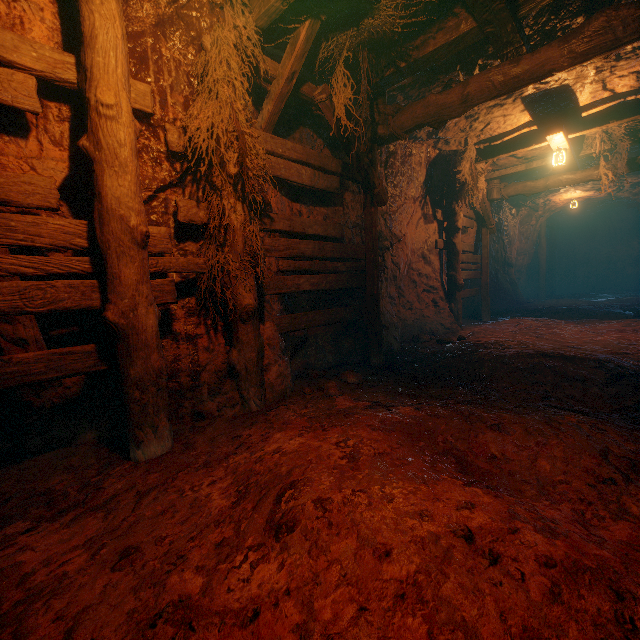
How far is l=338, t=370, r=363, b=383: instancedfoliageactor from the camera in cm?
448

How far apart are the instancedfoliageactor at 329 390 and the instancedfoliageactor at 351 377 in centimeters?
35cm

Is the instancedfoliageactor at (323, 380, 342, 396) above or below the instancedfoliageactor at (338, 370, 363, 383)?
above

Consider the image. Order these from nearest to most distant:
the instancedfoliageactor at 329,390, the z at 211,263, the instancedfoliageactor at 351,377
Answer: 1. the z at 211,263
2. the instancedfoliageactor at 329,390
3. the instancedfoliageactor at 351,377

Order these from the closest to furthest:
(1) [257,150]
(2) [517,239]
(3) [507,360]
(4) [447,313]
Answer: (1) [257,150]
(3) [507,360]
(4) [447,313]
(2) [517,239]

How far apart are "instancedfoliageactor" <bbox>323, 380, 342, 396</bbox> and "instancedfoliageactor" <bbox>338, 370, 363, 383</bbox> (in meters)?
0.35

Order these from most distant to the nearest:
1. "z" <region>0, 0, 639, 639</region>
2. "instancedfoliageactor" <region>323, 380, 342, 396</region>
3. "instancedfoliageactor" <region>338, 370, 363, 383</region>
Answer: "instancedfoliageactor" <region>338, 370, 363, 383</region> < "instancedfoliageactor" <region>323, 380, 342, 396</region> < "z" <region>0, 0, 639, 639</region>

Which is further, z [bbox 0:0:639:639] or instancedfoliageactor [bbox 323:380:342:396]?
instancedfoliageactor [bbox 323:380:342:396]
